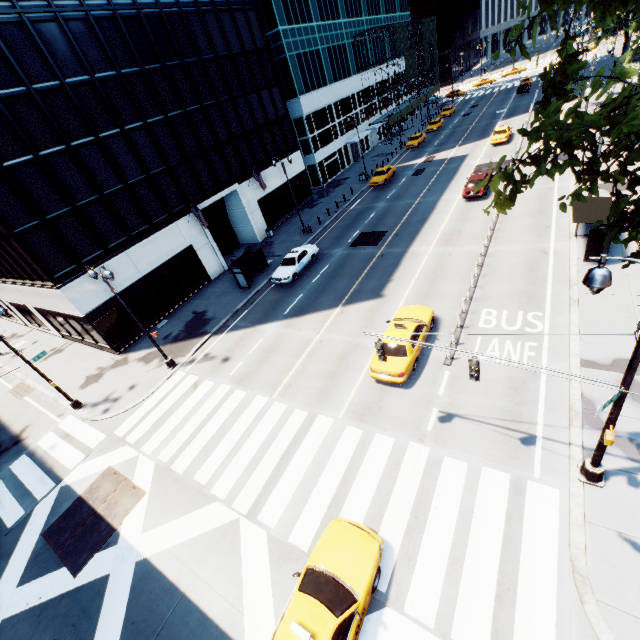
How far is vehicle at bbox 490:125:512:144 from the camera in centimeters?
3703cm

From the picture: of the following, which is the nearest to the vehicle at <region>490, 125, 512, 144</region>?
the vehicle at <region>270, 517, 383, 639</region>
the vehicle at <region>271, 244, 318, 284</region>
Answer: the vehicle at <region>271, 244, 318, 284</region>

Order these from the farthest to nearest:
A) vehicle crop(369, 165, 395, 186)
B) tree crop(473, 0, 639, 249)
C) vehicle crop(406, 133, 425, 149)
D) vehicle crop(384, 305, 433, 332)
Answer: vehicle crop(406, 133, 425, 149) → vehicle crop(369, 165, 395, 186) → vehicle crop(384, 305, 433, 332) → tree crop(473, 0, 639, 249)

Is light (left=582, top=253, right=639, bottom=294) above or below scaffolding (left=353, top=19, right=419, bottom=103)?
below

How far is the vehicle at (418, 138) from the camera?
47.94m

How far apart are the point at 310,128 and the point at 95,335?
35.7 meters

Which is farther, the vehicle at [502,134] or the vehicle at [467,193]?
the vehicle at [502,134]

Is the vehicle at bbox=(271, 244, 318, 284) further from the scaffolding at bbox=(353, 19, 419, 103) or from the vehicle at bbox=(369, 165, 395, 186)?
the scaffolding at bbox=(353, 19, 419, 103)
